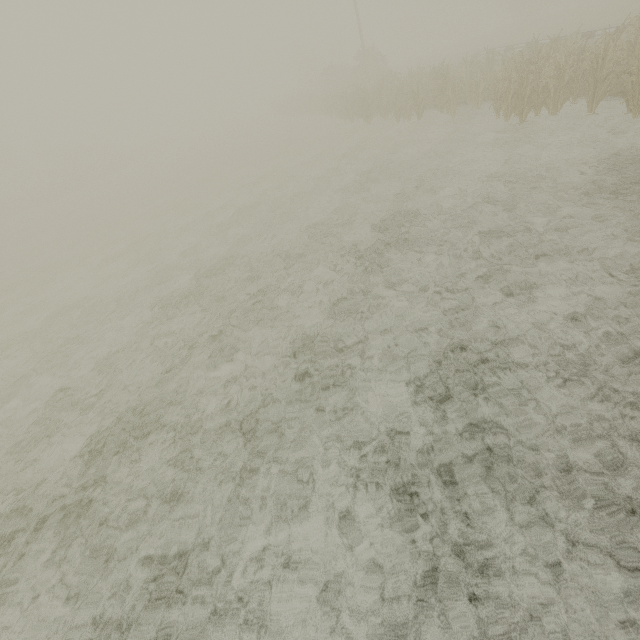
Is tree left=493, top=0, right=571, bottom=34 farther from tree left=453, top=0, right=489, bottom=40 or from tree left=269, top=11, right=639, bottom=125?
tree left=269, top=11, right=639, bottom=125

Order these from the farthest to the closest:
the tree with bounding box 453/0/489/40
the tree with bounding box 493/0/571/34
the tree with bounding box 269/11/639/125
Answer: the tree with bounding box 453/0/489/40
the tree with bounding box 493/0/571/34
the tree with bounding box 269/11/639/125

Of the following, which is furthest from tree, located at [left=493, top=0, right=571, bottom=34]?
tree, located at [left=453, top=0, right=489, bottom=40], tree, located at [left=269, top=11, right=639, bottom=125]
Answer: tree, located at [left=269, top=11, right=639, bottom=125]

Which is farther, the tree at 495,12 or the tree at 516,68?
the tree at 495,12

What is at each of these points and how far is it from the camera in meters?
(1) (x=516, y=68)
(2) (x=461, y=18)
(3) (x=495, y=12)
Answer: (1) tree, 11.3 m
(2) tree, 59.0 m
(3) tree, 59.6 m

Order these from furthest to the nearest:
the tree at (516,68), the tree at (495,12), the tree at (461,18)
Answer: the tree at (461,18), the tree at (495,12), the tree at (516,68)
